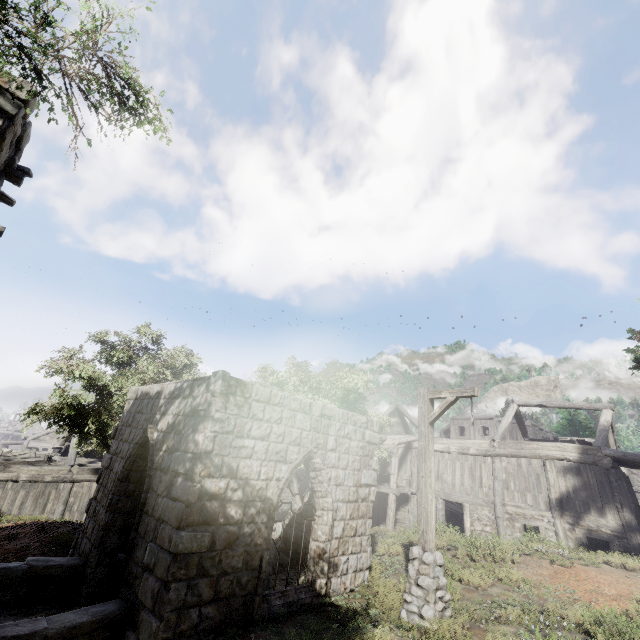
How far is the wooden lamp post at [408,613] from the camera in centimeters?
634cm

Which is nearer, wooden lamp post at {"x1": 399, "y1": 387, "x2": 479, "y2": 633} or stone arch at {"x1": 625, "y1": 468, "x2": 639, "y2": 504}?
wooden lamp post at {"x1": 399, "y1": 387, "x2": 479, "y2": 633}

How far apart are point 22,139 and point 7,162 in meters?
0.6 m

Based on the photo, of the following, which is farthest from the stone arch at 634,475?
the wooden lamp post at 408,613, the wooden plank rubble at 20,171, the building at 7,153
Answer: the wooden plank rubble at 20,171

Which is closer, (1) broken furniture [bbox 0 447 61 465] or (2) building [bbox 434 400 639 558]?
(2) building [bbox 434 400 639 558]

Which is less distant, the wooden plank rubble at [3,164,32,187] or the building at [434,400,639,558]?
the wooden plank rubble at [3,164,32,187]

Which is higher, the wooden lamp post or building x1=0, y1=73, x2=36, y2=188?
building x1=0, y1=73, x2=36, y2=188

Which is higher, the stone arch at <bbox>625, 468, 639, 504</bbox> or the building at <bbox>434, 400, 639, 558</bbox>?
the stone arch at <bbox>625, 468, 639, 504</bbox>
